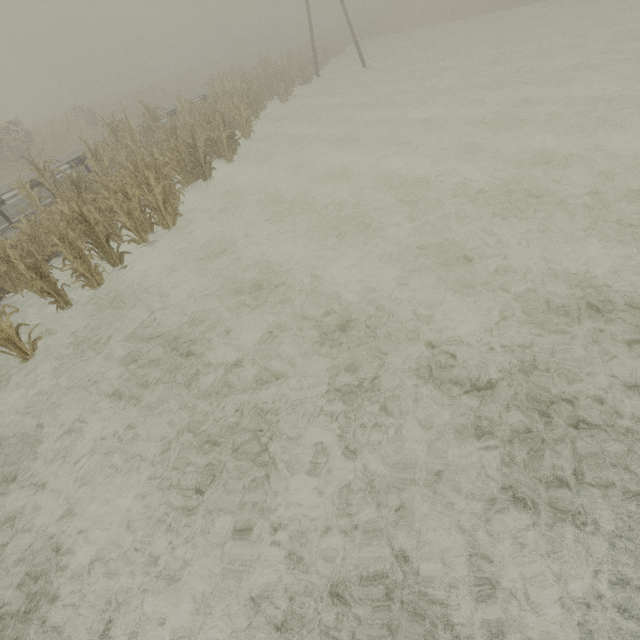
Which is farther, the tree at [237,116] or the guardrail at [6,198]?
the guardrail at [6,198]

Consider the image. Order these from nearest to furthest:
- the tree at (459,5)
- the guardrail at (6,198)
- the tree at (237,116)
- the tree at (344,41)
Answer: the tree at (237,116) < the guardrail at (6,198) < the tree at (344,41) < the tree at (459,5)

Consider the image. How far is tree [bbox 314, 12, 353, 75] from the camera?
30.1m

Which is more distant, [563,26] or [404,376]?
[563,26]

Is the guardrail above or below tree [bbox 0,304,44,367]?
above

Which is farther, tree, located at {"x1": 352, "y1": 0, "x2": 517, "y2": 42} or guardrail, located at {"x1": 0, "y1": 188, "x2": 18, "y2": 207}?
tree, located at {"x1": 352, "y1": 0, "x2": 517, "y2": 42}

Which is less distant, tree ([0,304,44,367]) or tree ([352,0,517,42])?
tree ([0,304,44,367])

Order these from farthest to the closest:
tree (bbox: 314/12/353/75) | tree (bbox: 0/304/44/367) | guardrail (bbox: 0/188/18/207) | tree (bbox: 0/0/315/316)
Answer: tree (bbox: 314/12/353/75) < guardrail (bbox: 0/188/18/207) < tree (bbox: 0/0/315/316) < tree (bbox: 0/304/44/367)
